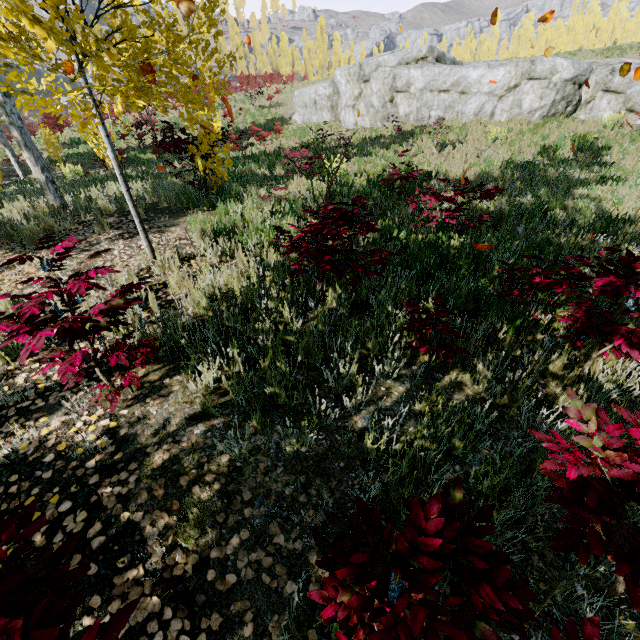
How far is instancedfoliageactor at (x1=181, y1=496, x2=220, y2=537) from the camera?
1.8 meters

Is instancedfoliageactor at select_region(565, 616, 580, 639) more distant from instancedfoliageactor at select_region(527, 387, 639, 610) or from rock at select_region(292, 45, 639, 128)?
rock at select_region(292, 45, 639, 128)

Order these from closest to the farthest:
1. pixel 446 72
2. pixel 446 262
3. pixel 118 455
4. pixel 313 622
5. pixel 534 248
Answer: pixel 313 622 < pixel 118 455 < pixel 446 262 < pixel 534 248 < pixel 446 72

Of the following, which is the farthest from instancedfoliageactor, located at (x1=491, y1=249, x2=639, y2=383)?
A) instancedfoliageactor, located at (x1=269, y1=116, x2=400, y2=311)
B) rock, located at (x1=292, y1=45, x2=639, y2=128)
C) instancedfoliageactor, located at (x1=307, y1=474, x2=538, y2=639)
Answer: rock, located at (x1=292, y1=45, x2=639, y2=128)

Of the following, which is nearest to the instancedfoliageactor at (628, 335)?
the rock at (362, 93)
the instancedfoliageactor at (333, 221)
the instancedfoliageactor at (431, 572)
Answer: the instancedfoliageactor at (431, 572)

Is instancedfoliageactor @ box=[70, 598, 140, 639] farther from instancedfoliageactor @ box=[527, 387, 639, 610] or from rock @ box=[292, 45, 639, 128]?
rock @ box=[292, 45, 639, 128]

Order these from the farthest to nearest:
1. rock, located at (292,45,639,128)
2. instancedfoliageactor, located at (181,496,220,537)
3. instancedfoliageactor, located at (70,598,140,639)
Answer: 1. rock, located at (292,45,639,128)
2. instancedfoliageactor, located at (181,496,220,537)
3. instancedfoliageactor, located at (70,598,140,639)

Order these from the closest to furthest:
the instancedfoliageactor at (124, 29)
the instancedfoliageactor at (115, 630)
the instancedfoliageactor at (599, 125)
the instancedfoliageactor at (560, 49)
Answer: the instancedfoliageactor at (115, 630)
the instancedfoliageactor at (124, 29)
the instancedfoliageactor at (599, 125)
the instancedfoliageactor at (560, 49)
